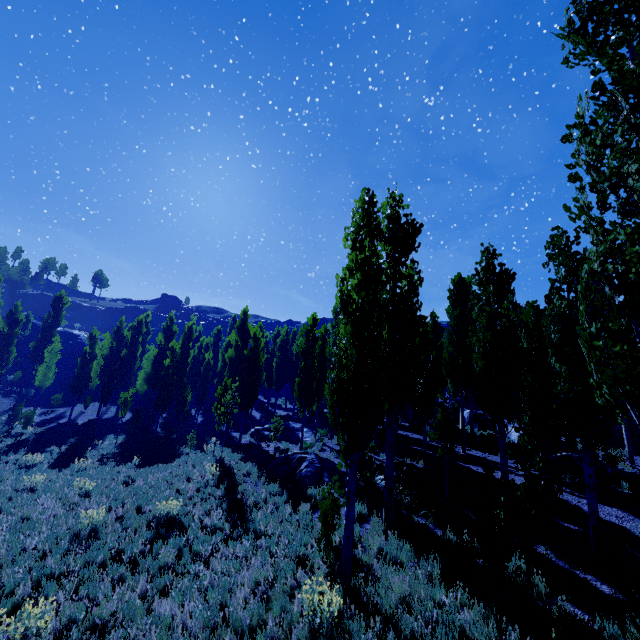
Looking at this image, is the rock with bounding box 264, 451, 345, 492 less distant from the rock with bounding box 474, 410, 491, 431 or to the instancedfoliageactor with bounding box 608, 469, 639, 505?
the instancedfoliageactor with bounding box 608, 469, 639, 505

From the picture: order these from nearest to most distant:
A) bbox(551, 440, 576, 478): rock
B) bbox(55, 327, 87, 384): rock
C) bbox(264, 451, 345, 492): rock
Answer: bbox(264, 451, 345, 492): rock
bbox(551, 440, 576, 478): rock
bbox(55, 327, 87, 384): rock

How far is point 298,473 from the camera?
14.0 meters

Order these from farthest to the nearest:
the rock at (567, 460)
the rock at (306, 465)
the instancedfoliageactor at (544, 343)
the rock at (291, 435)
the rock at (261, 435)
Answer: the rock at (261, 435) → the rock at (291, 435) → the rock at (567, 460) → the rock at (306, 465) → the instancedfoliageactor at (544, 343)

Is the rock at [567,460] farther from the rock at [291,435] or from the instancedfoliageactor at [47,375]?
the rock at [291,435]

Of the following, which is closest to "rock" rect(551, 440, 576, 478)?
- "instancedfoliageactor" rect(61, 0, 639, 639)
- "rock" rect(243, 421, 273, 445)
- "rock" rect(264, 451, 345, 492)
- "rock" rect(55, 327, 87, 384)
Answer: "instancedfoliageactor" rect(61, 0, 639, 639)

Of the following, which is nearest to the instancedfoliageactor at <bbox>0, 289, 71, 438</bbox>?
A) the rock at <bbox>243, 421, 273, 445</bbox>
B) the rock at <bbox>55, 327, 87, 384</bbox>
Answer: the rock at <bbox>243, 421, 273, 445</bbox>
